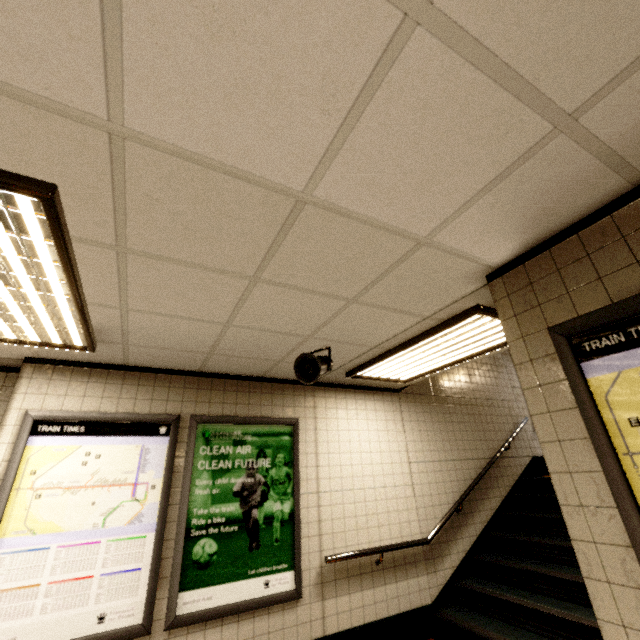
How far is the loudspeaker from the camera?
3.0m

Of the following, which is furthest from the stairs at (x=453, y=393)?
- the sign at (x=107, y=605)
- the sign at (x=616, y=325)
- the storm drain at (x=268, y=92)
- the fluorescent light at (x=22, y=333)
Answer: the fluorescent light at (x=22, y=333)

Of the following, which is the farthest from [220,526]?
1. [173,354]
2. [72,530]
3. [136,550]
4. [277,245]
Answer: [277,245]

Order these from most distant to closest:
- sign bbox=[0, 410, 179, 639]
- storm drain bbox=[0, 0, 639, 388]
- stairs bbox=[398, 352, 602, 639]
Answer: stairs bbox=[398, 352, 602, 639] < sign bbox=[0, 410, 179, 639] < storm drain bbox=[0, 0, 639, 388]

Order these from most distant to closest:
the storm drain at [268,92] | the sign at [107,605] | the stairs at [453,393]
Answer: the stairs at [453,393], the sign at [107,605], the storm drain at [268,92]

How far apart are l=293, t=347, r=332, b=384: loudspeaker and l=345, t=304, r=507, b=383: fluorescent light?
0.6 meters

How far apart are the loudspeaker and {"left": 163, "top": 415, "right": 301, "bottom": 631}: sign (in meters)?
1.06

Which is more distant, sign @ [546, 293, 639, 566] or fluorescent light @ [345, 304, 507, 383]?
A: fluorescent light @ [345, 304, 507, 383]
